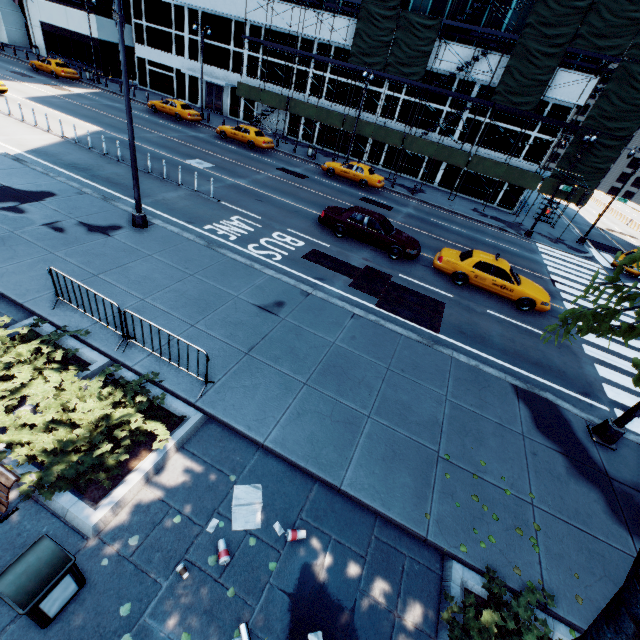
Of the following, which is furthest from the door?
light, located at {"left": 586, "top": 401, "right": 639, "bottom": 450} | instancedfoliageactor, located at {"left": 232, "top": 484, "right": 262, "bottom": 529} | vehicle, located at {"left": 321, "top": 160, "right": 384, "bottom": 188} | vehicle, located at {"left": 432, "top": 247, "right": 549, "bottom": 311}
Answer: light, located at {"left": 586, "top": 401, "right": 639, "bottom": 450}

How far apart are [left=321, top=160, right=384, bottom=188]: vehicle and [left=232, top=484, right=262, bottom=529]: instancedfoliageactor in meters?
24.7

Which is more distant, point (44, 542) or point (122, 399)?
point (122, 399)

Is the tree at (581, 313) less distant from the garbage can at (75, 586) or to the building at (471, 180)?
the garbage can at (75, 586)

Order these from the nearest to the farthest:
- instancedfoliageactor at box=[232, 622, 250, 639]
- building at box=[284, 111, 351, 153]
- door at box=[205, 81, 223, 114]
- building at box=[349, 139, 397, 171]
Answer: instancedfoliageactor at box=[232, 622, 250, 639], building at box=[349, 139, 397, 171], building at box=[284, 111, 351, 153], door at box=[205, 81, 223, 114]

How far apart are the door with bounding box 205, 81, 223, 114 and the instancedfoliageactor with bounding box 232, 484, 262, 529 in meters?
44.4

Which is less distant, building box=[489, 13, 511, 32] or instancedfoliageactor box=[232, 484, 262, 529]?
instancedfoliageactor box=[232, 484, 262, 529]

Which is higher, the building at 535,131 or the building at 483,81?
the building at 483,81
